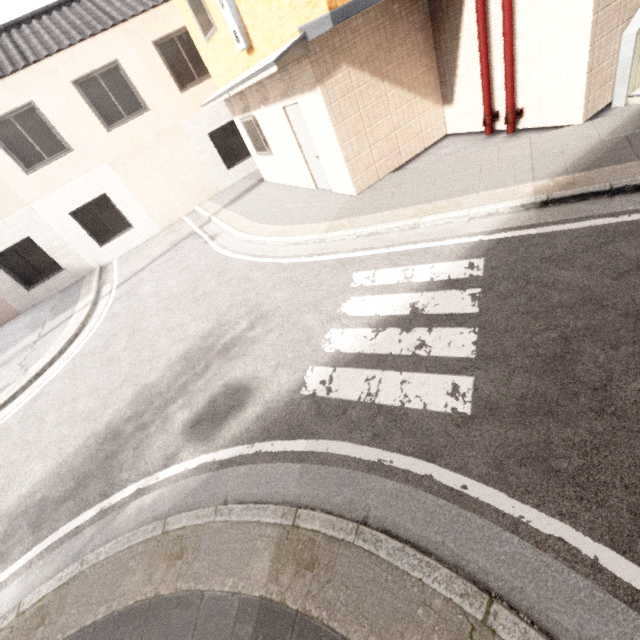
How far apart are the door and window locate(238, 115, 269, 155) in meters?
1.8

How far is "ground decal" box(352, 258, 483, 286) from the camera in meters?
4.3 m

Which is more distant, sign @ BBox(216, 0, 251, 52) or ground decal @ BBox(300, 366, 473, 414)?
sign @ BBox(216, 0, 251, 52)

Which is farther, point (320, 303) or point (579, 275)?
point (320, 303)

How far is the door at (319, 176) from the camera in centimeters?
748cm

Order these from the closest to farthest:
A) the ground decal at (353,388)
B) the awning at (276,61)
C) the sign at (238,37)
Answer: the ground decal at (353,388) → the awning at (276,61) → the sign at (238,37)

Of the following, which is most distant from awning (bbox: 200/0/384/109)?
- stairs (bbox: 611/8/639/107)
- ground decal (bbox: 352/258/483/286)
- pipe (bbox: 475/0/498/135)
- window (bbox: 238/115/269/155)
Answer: ground decal (bbox: 352/258/483/286)
